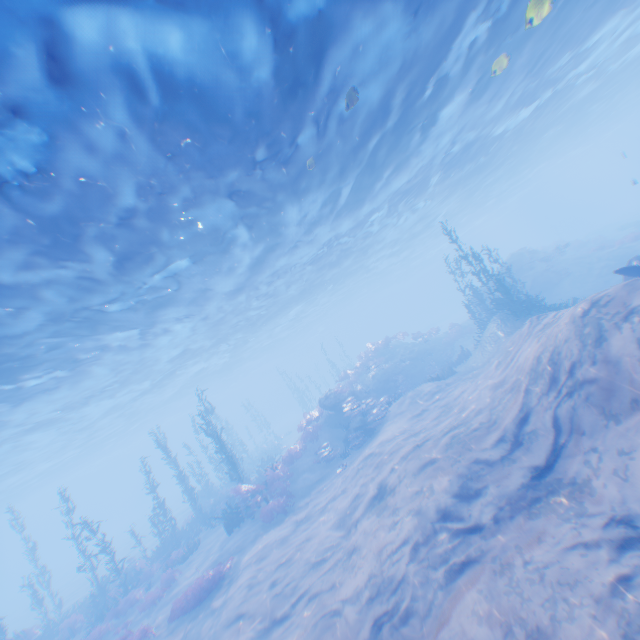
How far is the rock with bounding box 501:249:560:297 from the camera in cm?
2531

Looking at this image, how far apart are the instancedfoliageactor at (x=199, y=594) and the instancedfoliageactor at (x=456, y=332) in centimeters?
2400cm

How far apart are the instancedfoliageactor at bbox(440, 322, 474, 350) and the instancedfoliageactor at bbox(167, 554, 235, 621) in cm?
2400

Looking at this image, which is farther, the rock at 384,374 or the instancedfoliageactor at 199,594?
the rock at 384,374

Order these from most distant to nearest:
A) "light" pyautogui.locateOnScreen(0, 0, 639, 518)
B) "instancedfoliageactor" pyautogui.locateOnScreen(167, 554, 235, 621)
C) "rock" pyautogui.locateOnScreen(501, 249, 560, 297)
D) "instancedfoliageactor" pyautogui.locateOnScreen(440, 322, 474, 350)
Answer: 1. "instancedfoliageactor" pyautogui.locateOnScreen(440, 322, 474, 350)
2. "rock" pyautogui.locateOnScreen(501, 249, 560, 297)
3. "instancedfoliageactor" pyautogui.locateOnScreen(167, 554, 235, 621)
4. "light" pyautogui.locateOnScreen(0, 0, 639, 518)

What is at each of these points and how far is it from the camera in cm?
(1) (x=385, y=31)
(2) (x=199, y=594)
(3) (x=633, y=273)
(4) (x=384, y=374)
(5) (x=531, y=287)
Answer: (1) light, 948
(2) instancedfoliageactor, 1269
(3) plane, 1248
(4) rock, 2488
(5) rock, 2556

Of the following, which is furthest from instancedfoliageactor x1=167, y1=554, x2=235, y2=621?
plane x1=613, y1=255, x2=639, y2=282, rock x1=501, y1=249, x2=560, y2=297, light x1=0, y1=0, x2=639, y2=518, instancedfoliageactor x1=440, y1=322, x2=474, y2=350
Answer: instancedfoliageactor x1=440, y1=322, x2=474, y2=350

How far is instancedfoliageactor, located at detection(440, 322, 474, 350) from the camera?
29.8 meters
